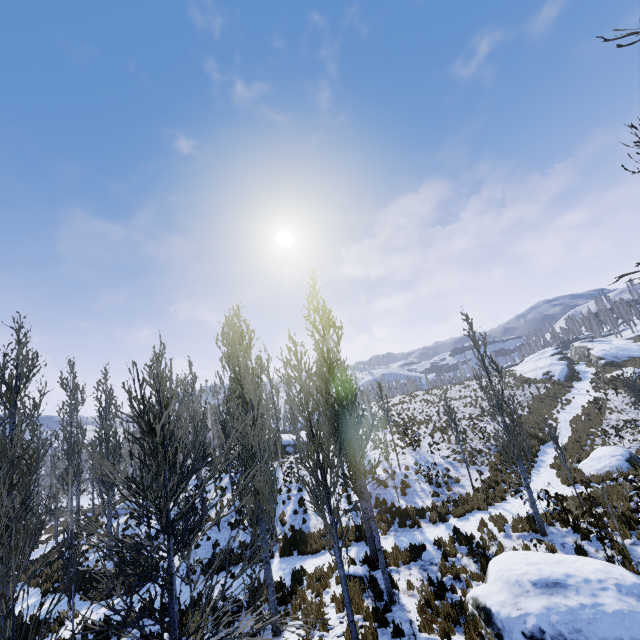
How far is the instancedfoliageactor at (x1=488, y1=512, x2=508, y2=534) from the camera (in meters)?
11.74

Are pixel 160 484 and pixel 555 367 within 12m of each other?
no

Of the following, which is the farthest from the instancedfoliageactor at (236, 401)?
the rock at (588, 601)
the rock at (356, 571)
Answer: the rock at (588, 601)

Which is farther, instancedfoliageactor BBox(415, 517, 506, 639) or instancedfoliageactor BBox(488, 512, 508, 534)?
instancedfoliageactor BBox(488, 512, 508, 534)

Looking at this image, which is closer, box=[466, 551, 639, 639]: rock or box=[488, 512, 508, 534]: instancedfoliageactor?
box=[466, 551, 639, 639]: rock

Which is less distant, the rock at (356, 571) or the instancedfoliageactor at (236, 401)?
the instancedfoliageactor at (236, 401)

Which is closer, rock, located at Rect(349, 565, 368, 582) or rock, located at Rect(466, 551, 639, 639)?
rock, located at Rect(466, 551, 639, 639)

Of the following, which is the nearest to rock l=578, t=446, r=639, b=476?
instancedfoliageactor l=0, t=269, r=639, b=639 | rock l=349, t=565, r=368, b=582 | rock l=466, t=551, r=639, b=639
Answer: instancedfoliageactor l=0, t=269, r=639, b=639
